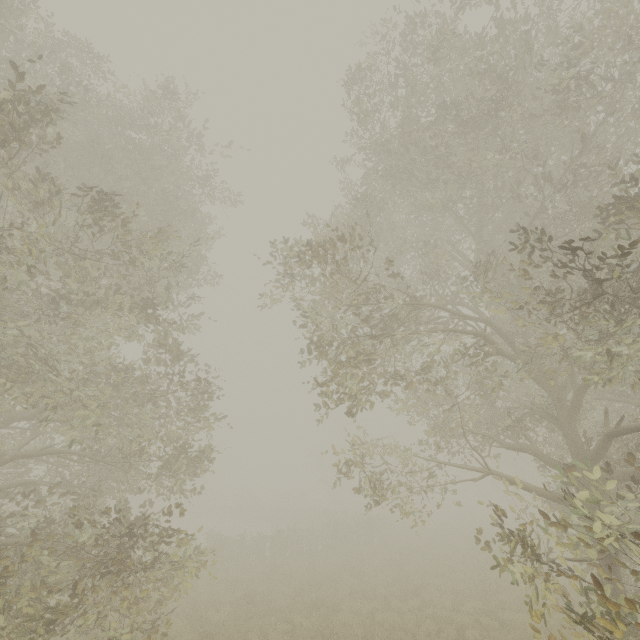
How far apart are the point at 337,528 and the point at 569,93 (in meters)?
25.49

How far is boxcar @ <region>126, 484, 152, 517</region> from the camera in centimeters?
3962cm

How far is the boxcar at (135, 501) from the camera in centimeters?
3962cm
